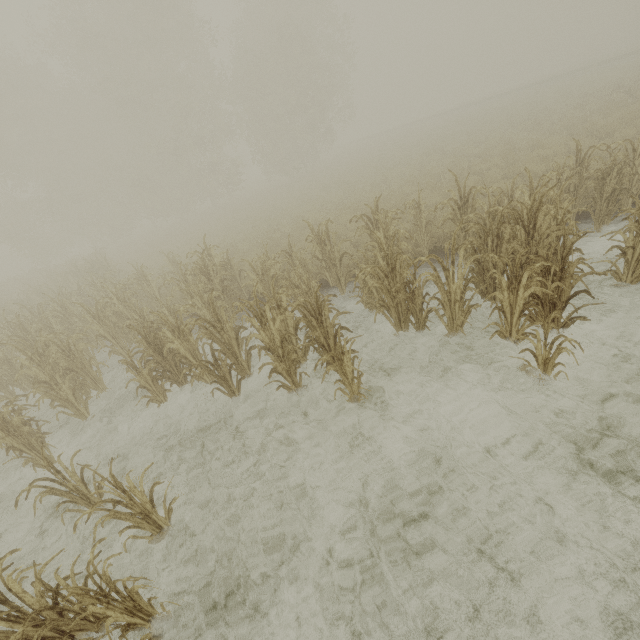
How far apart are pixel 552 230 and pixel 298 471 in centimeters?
504cm

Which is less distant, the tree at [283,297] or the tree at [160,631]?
the tree at [160,631]

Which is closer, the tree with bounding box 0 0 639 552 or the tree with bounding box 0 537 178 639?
the tree with bounding box 0 537 178 639
